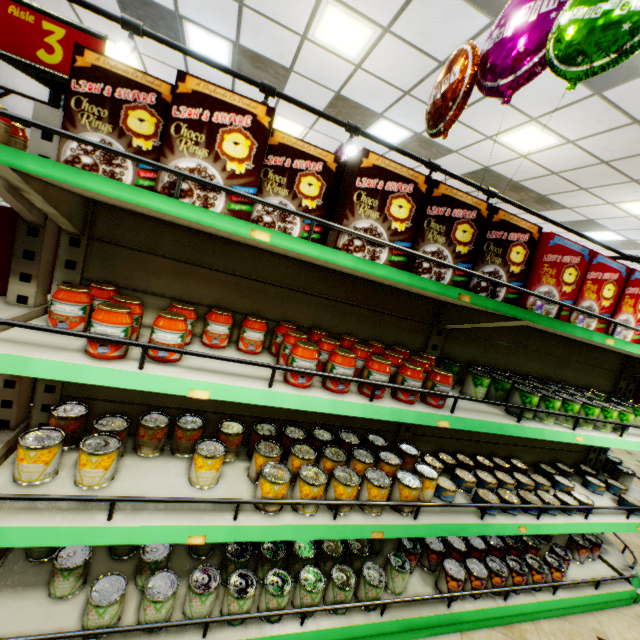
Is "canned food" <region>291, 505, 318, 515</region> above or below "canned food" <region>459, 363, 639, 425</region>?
below

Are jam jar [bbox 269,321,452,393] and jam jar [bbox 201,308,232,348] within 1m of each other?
yes

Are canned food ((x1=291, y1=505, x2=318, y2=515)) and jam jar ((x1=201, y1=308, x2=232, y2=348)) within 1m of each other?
yes

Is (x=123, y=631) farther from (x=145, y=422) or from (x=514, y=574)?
(x=514, y=574)

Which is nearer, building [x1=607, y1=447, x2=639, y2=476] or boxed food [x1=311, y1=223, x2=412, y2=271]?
boxed food [x1=311, y1=223, x2=412, y2=271]

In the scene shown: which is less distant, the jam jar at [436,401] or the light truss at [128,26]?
the jam jar at [436,401]

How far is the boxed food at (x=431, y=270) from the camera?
1.4m

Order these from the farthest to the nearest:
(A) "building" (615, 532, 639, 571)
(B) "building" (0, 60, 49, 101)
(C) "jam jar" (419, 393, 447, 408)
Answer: (B) "building" (0, 60, 49, 101)
(A) "building" (615, 532, 639, 571)
(C) "jam jar" (419, 393, 447, 408)
